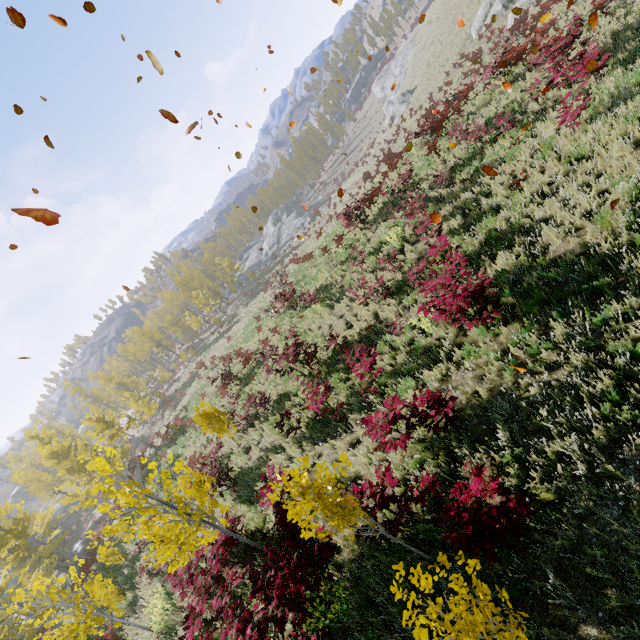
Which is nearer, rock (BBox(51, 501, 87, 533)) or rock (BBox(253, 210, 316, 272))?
rock (BBox(51, 501, 87, 533))

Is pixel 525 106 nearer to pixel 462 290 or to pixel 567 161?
pixel 567 161

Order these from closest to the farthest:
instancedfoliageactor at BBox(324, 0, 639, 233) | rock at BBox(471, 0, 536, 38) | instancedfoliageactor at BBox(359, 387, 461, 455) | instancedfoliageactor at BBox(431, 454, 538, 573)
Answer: instancedfoliageactor at BBox(431, 454, 538, 573), instancedfoliageactor at BBox(359, 387, 461, 455), instancedfoliageactor at BBox(324, 0, 639, 233), rock at BBox(471, 0, 536, 38)

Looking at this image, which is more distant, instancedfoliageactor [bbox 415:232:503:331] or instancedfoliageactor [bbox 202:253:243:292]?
instancedfoliageactor [bbox 202:253:243:292]

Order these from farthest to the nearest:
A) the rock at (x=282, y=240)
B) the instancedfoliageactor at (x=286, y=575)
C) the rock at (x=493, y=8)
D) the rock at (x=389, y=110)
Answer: the rock at (x=282, y=240)
the rock at (x=389, y=110)
the rock at (x=493, y=8)
the instancedfoliageactor at (x=286, y=575)

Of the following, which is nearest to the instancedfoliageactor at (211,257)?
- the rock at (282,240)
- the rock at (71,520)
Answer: the rock at (71,520)

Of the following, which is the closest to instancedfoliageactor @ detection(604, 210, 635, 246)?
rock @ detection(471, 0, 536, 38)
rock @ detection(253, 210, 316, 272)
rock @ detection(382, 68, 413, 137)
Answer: rock @ detection(471, 0, 536, 38)
